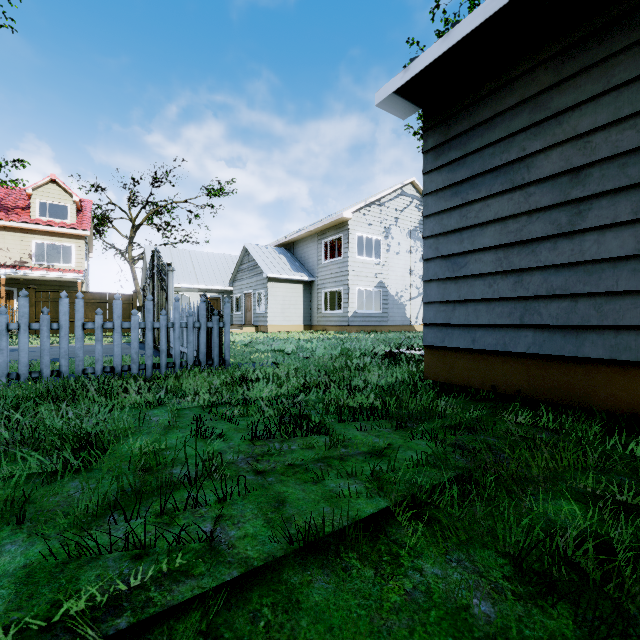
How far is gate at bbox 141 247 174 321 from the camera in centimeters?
862cm

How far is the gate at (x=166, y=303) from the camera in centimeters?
862cm

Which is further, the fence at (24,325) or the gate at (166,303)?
the gate at (166,303)

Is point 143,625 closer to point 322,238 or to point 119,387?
point 119,387

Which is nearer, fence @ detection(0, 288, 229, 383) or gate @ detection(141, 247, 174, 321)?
fence @ detection(0, 288, 229, 383)
